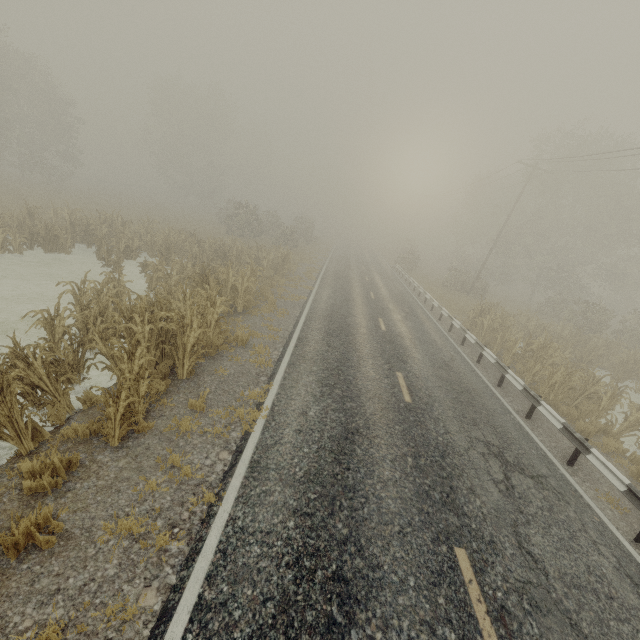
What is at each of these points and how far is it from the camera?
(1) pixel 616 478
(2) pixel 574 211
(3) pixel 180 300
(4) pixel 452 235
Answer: (1) guardrail, 6.76m
(2) tree, 32.97m
(3) tree, 9.32m
(4) tree, 52.69m

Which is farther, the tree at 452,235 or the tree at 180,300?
the tree at 452,235

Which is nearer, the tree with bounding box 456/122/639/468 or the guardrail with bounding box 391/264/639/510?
the guardrail with bounding box 391/264/639/510

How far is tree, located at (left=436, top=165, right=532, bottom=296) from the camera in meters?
31.9 m

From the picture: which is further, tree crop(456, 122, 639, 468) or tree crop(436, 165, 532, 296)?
tree crop(436, 165, 532, 296)

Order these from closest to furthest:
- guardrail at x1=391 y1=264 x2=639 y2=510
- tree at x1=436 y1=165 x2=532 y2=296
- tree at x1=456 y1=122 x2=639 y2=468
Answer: guardrail at x1=391 y1=264 x2=639 y2=510 → tree at x1=456 y1=122 x2=639 y2=468 → tree at x1=436 y1=165 x2=532 y2=296

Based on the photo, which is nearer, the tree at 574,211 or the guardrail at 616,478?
the guardrail at 616,478

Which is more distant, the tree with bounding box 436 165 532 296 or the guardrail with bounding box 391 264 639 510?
the tree with bounding box 436 165 532 296
